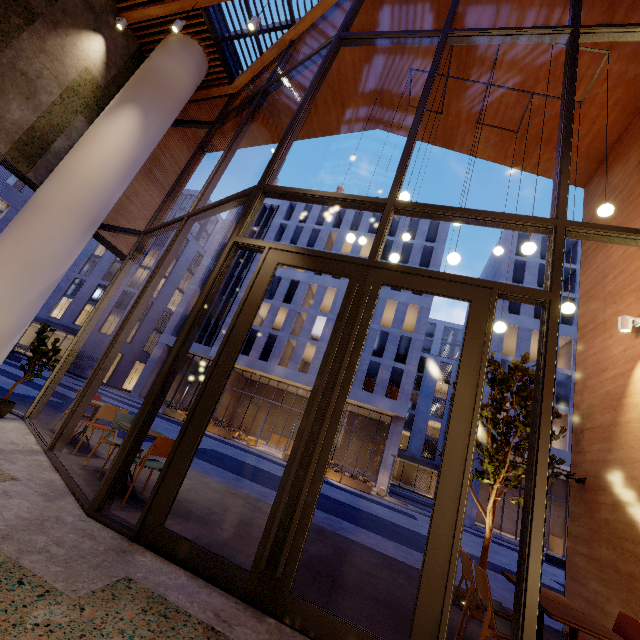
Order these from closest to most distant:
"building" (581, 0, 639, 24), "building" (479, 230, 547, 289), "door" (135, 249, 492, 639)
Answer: "door" (135, 249, 492, 639)
"building" (581, 0, 639, 24)
"building" (479, 230, 547, 289)

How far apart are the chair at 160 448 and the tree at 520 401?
4.49m

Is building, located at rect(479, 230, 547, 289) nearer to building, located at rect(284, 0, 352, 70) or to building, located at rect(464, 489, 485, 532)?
building, located at rect(464, 489, 485, 532)

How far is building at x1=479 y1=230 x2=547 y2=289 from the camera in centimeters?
2889cm

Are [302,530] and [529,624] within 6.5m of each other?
yes

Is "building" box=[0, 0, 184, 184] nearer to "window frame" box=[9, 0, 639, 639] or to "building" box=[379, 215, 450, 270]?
"window frame" box=[9, 0, 639, 639]

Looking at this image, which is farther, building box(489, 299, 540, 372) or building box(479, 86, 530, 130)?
building box(489, 299, 540, 372)

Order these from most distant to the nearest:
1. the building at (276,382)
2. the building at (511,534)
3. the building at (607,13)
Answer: the building at (276,382) → the building at (511,534) → the building at (607,13)
